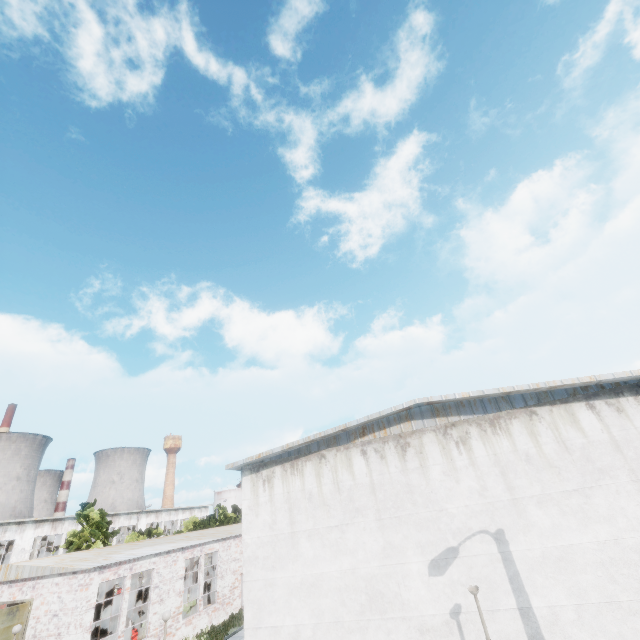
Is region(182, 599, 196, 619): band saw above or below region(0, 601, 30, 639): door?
below

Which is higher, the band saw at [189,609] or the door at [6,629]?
the door at [6,629]

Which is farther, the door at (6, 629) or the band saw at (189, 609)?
the band saw at (189, 609)

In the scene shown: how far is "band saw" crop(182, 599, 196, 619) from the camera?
21.5m

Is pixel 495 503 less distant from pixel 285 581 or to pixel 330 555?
pixel 330 555

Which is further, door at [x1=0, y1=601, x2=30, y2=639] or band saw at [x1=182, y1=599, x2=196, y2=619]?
band saw at [x1=182, y1=599, x2=196, y2=619]
